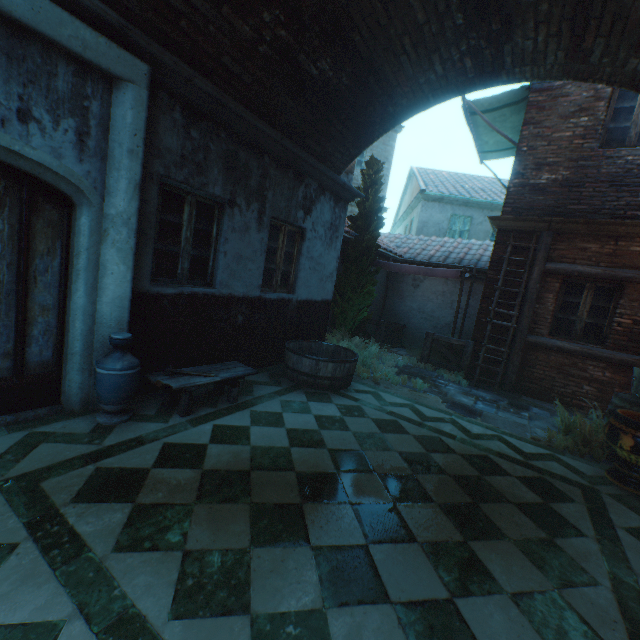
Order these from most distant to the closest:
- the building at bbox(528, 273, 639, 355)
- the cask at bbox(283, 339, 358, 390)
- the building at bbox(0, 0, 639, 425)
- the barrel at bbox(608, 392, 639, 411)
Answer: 1. the building at bbox(528, 273, 639, 355)
2. the cask at bbox(283, 339, 358, 390)
3. the barrel at bbox(608, 392, 639, 411)
4. the building at bbox(0, 0, 639, 425)

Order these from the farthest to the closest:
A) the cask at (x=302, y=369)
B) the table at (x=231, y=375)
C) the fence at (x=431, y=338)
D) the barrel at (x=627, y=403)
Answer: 1. the fence at (x=431, y=338)
2. the cask at (x=302, y=369)
3. the barrel at (x=627, y=403)
4. the table at (x=231, y=375)

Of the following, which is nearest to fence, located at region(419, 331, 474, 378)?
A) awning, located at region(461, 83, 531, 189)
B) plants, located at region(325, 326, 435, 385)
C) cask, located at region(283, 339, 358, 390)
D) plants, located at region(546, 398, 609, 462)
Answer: plants, located at region(325, 326, 435, 385)

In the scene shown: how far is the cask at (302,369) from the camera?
5.4 meters

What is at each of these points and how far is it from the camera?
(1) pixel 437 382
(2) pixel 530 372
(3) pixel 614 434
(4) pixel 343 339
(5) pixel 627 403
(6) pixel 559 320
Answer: (1) ground pavers, 7.3 meters
(2) building, 7.4 meters
(3) ceramic pot, 3.9 meters
(4) plants, 8.6 meters
(5) barrel, 4.5 meters
(6) building, 7.2 meters

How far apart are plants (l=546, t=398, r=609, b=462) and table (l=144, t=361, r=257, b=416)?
4.6m

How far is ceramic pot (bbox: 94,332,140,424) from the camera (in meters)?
3.28

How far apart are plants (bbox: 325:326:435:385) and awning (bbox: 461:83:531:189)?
5.8 meters
